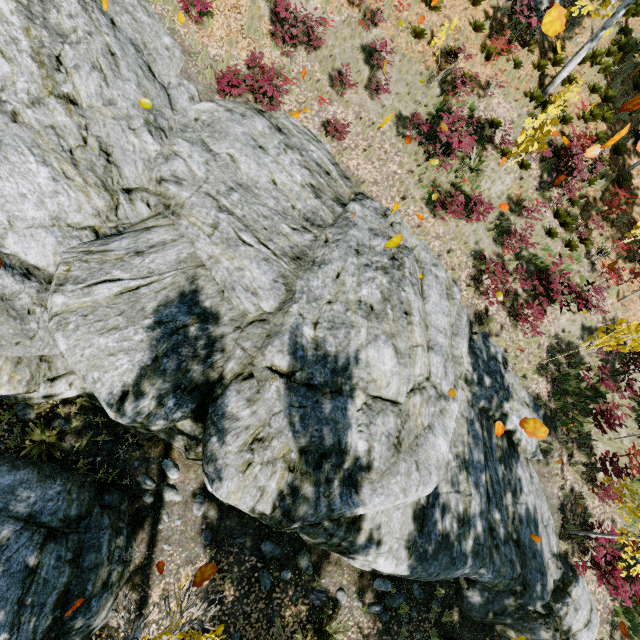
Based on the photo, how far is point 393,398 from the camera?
7.8 meters

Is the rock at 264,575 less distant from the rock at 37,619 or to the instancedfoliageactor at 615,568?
the rock at 37,619

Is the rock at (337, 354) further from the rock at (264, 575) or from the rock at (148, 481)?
the rock at (264, 575)

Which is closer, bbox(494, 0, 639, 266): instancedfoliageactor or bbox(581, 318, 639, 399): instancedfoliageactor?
bbox(581, 318, 639, 399): instancedfoliageactor

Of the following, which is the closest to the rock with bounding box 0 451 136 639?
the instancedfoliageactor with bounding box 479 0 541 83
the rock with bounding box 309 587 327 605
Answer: the instancedfoliageactor with bounding box 479 0 541 83

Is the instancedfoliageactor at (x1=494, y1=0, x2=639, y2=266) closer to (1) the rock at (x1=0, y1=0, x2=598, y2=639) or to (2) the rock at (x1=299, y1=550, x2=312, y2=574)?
(1) the rock at (x1=0, y1=0, x2=598, y2=639)

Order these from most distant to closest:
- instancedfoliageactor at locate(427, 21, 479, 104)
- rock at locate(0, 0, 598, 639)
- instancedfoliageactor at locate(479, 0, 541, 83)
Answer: instancedfoliageactor at locate(479, 0, 541, 83) → instancedfoliageactor at locate(427, 21, 479, 104) → rock at locate(0, 0, 598, 639)

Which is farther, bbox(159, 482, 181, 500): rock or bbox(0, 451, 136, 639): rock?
bbox(159, 482, 181, 500): rock
